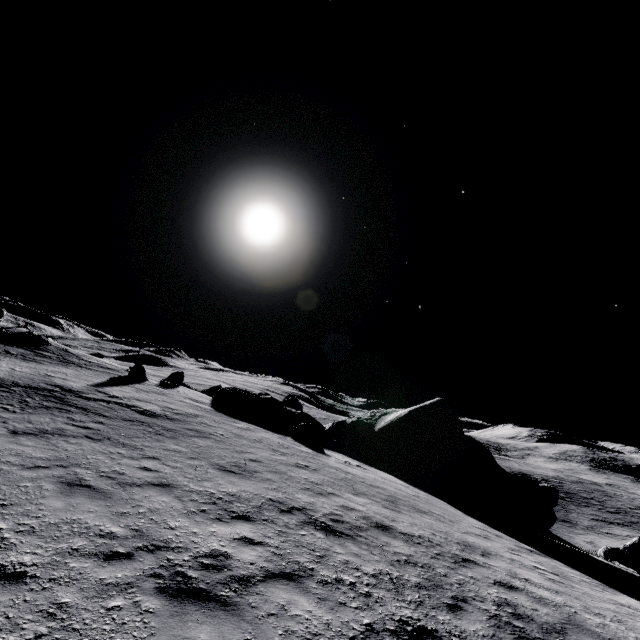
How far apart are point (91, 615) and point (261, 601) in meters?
2.2

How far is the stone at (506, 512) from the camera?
19.2m

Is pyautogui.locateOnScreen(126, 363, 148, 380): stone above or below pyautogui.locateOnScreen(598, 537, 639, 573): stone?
above

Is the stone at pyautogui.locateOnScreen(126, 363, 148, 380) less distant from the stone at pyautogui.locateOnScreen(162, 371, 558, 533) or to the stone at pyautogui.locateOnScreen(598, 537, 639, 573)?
the stone at pyautogui.locateOnScreen(162, 371, 558, 533)

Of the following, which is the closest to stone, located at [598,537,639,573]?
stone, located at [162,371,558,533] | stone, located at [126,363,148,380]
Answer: stone, located at [162,371,558,533]

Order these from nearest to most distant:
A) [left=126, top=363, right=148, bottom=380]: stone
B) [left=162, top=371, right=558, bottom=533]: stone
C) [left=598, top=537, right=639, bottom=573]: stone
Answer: [left=598, top=537, right=639, bottom=573]: stone → [left=162, top=371, right=558, bottom=533]: stone → [left=126, top=363, right=148, bottom=380]: stone

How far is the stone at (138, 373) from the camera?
25.2m
